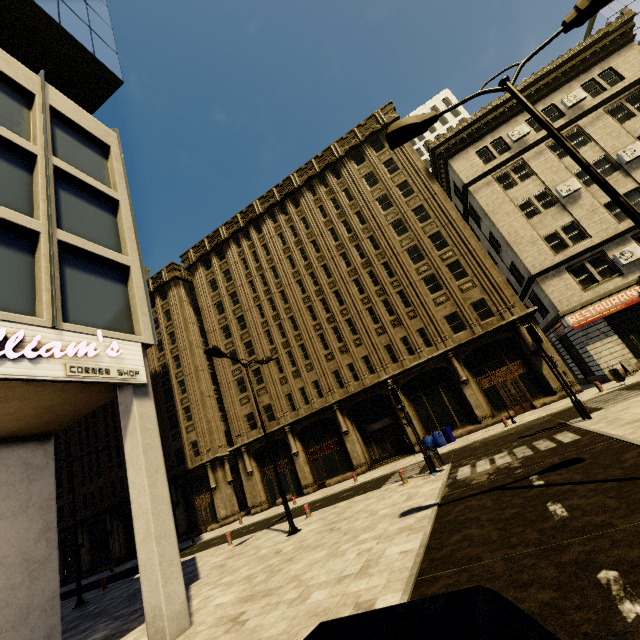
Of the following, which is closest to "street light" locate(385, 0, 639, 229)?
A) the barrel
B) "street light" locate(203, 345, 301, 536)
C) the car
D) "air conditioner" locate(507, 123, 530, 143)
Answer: the car

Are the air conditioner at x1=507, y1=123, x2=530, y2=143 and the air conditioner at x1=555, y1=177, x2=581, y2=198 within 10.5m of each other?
yes

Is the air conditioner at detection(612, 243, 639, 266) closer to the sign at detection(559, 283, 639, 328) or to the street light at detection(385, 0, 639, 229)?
the sign at detection(559, 283, 639, 328)

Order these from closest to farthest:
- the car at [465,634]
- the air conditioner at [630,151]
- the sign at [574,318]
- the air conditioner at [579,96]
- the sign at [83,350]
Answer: the car at [465,634], the sign at [83,350], the sign at [574,318], the air conditioner at [630,151], the air conditioner at [579,96]

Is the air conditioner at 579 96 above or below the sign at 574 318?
above

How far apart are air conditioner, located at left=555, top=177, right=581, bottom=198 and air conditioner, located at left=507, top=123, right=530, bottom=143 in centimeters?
505cm

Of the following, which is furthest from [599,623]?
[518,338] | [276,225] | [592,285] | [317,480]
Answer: [276,225]

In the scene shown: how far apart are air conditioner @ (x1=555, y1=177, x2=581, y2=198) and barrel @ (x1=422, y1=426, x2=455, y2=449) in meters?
17.9
